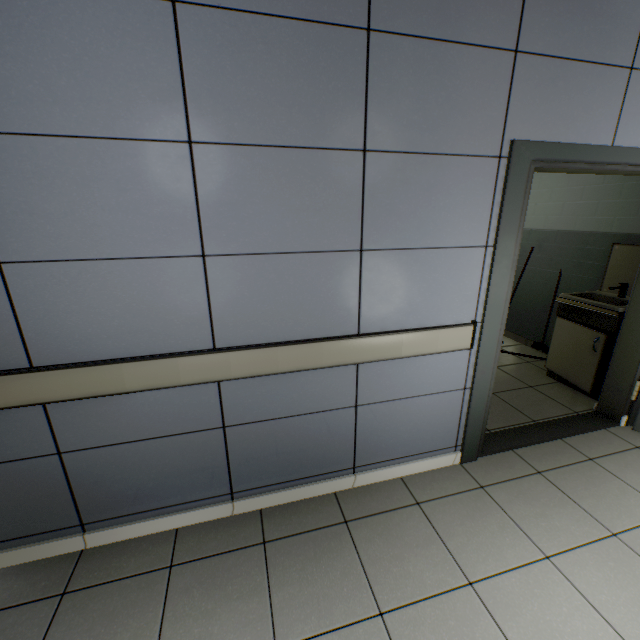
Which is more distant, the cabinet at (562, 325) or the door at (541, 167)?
the cabinet at (562, 325)

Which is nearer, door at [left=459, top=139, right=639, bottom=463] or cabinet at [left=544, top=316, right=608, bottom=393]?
door at [left=459, top=139, right=639, bottom=463]

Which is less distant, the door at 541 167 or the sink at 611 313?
the door at 541 167

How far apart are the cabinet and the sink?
0.2m

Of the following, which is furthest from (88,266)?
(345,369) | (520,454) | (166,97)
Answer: (520,454)

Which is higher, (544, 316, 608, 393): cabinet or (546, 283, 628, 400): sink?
(546, 283, 628, 400): sink

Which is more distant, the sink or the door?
the sink

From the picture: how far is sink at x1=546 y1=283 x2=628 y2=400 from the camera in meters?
3.0
